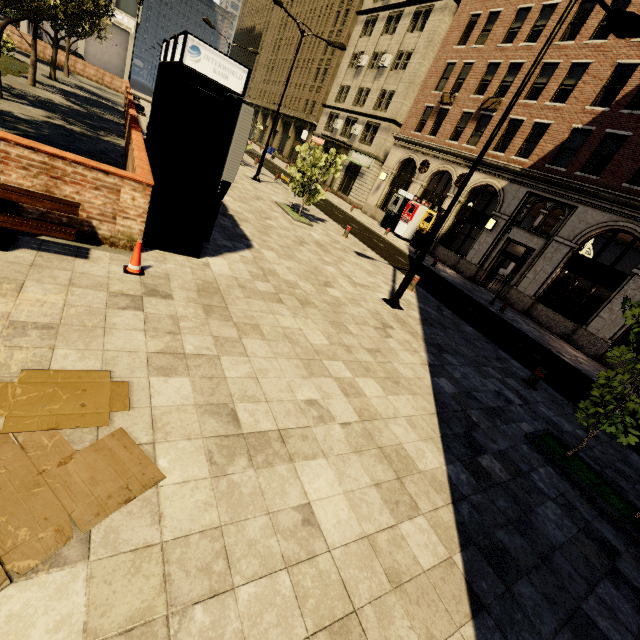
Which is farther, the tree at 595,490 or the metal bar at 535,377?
the metal bar at 535,377

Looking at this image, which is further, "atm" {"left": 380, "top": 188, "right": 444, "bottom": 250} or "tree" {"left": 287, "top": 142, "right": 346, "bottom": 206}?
"atm" {"left": 380, "top": 188, "right": 444, "bottom": 250}

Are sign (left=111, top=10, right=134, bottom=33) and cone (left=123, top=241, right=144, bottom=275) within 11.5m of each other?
no

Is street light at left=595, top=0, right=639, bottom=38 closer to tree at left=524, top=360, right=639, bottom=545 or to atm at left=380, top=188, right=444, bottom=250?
tree at left=524, top=360, right=639, bottom=545

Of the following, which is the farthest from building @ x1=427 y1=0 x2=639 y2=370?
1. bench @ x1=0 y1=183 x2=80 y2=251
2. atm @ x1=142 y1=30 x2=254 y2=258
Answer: bench @ x1=0 y1=183 x2=80 y2=251

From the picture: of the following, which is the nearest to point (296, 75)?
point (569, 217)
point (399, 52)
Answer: point (399, 52)

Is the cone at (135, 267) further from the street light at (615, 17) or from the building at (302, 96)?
the building at (302, 96)

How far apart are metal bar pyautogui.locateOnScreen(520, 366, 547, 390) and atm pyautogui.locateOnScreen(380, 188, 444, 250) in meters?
17.9 m
